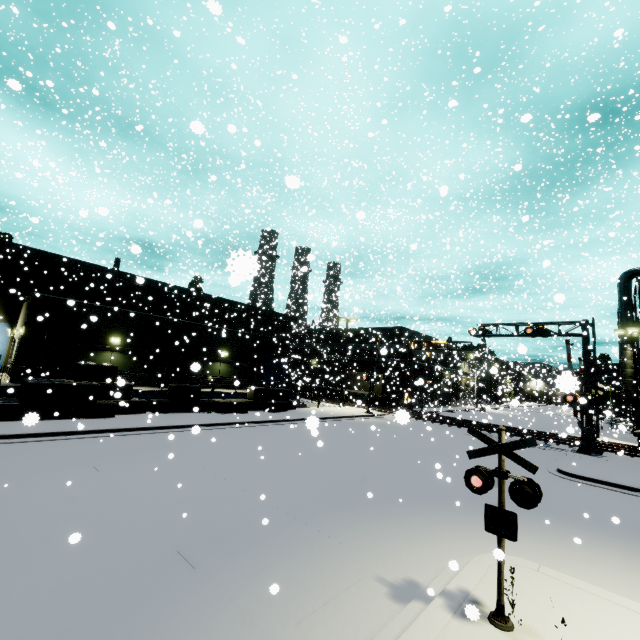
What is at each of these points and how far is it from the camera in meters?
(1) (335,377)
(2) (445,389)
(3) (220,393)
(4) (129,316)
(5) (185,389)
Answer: (1) cargo container, 44.8 m
(2) roll-up door, 27.7 m
(3) building, 24.7 m
(4) building, 21.8 m
(5) concrete block, 21.8 m

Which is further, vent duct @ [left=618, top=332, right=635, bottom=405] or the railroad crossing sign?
vent duct @ [left=618, top=332, right=635, bottom=405]

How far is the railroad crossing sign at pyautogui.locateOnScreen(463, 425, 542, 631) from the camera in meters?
4.9

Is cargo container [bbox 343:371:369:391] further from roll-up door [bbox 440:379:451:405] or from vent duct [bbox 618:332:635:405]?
vent duct [bbox 618:332:635:405]

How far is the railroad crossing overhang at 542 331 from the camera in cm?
2223

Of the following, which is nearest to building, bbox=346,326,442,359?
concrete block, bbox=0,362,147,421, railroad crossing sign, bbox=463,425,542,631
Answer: concrete block, bbox=0,362,147,421

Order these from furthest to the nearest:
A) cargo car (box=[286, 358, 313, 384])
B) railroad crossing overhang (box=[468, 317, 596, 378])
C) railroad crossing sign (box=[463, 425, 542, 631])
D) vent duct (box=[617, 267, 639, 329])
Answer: cargo car (box=[286, 358, 313, 384]), vent duct (box=[617, 267, 639, 329]), railroad crossing overhang (box=[468, 317, 596, 378]), railroad crossing sign (box=[463, 425, 542, 631])

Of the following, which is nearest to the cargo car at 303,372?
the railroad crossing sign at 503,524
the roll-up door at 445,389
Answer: the roll-up door at 445,389
